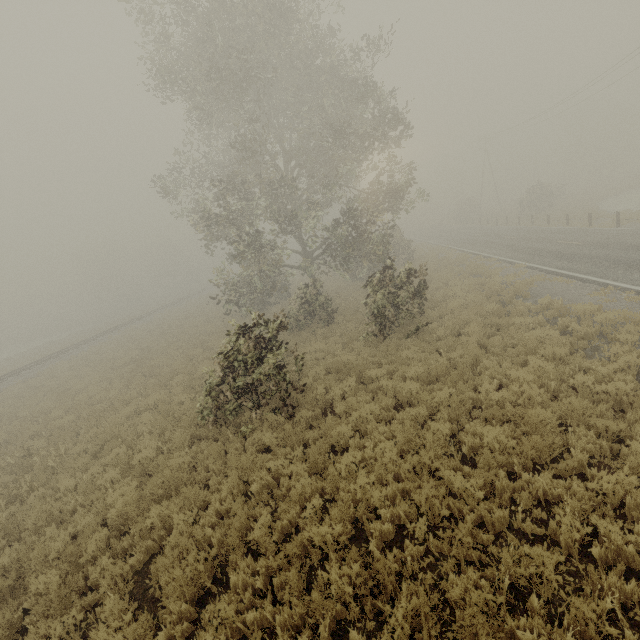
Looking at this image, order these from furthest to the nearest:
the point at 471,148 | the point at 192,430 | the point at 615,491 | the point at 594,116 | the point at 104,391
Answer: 1. the point at 594,116
2. the point at 471,148
3. the point at 104,391
4. the point at 192,430
5. the point at 615,491

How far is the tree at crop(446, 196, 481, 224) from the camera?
51.7m

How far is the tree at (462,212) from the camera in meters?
51.7 m
